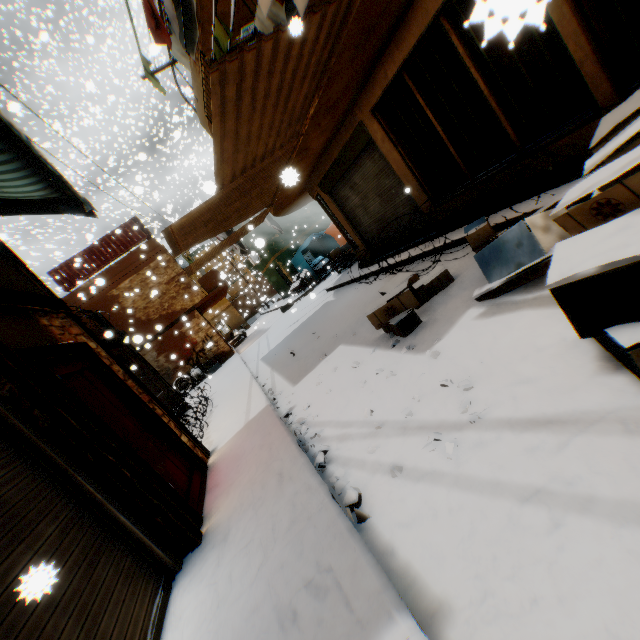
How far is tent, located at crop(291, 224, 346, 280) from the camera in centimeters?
1631cm

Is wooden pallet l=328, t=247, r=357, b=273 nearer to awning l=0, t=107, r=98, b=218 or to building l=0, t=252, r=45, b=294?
building l=0, t=252, r=45, b=294

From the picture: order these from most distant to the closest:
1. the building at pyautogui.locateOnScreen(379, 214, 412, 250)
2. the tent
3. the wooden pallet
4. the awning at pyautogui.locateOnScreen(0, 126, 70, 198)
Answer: the tent
the wooden pallet
the building at pyautogui.locateOnScreen(379, 214, 412, 250)
the awning at pyautogui.locateOnScreen(0, 126, 70, 198)

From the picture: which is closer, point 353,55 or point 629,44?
point 629,44

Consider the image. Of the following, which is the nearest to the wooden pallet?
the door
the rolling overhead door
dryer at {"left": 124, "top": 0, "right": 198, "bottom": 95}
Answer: the rolling overhead door

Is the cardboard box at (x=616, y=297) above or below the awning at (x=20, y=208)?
below

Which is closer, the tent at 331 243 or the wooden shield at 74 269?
the wooden shield at 74 269

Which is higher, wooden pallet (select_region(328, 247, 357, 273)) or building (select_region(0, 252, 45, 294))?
building (select_region(0, 252, 45, 294))
